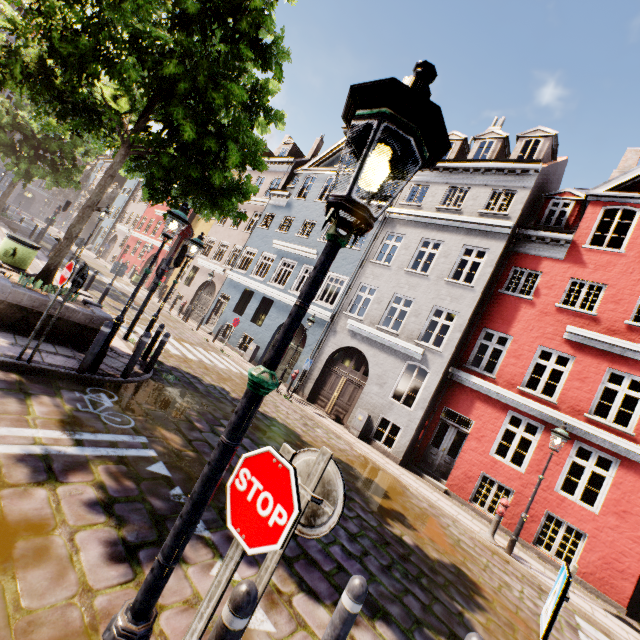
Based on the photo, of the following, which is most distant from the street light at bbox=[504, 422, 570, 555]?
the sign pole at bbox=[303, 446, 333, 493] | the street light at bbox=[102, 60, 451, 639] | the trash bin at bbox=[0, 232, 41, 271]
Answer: the trash bin at bbox=[0, 232, 41, 271]

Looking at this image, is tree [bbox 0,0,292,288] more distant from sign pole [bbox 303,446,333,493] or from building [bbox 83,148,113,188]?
sign pole [bbox 303,446,333,493]

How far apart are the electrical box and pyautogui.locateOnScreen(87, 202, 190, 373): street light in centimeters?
970cm

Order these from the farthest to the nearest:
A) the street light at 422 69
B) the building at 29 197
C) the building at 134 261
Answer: the building at 29 197 < the building at 134 261 < the street light at 422 69

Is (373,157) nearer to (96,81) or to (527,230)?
(96,81)

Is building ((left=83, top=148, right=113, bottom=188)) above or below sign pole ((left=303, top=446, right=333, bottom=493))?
above

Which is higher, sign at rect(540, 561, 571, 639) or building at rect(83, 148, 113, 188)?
building at rect(83, 148, 113, 188)

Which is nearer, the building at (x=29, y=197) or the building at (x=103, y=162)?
the building at (x=103, y=162)
